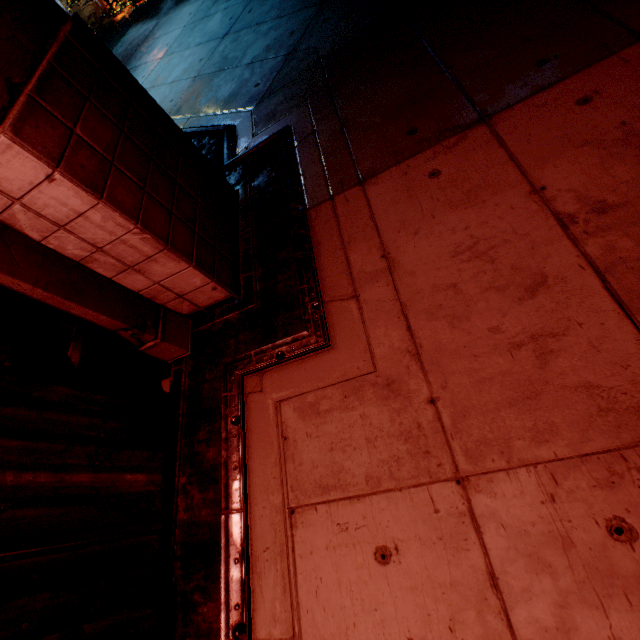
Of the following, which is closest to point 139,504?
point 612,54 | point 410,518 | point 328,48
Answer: point 410,518
